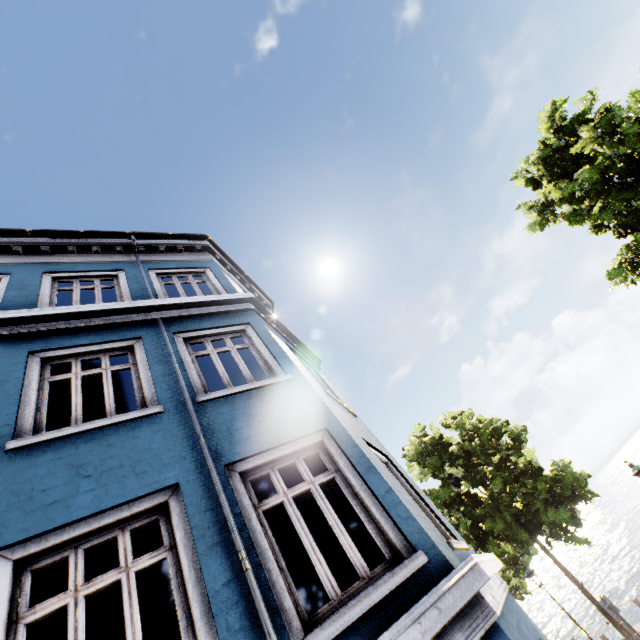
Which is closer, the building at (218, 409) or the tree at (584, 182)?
the building at (218, 409)

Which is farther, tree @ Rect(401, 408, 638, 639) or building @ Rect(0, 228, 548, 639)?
tree @ Rect(401, 408, 638, 639)

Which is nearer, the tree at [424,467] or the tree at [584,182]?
the tree at [584,182]

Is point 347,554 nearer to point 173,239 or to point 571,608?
point 173,239

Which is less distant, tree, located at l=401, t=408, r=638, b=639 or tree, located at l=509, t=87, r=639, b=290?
tree, located at l=509, t=87, r=639, b=290

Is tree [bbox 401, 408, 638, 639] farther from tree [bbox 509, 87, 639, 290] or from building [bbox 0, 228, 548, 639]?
building [bbox 0, 228, 548, 639]
